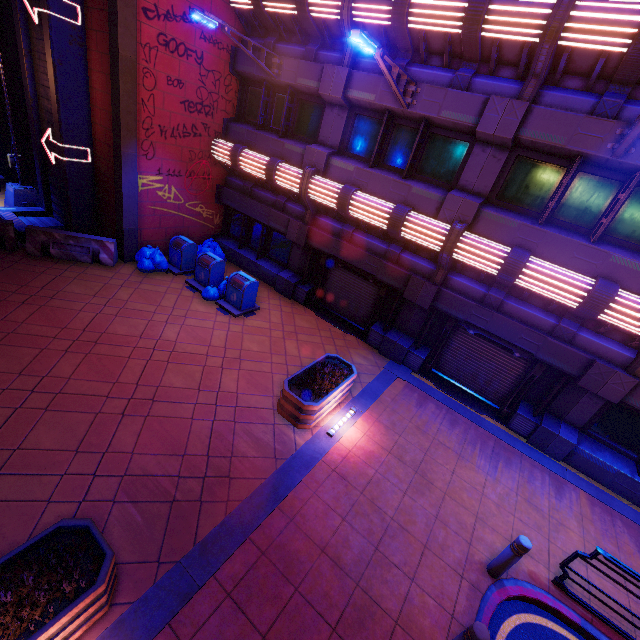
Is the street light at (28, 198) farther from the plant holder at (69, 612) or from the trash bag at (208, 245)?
the plant holder at (69, 612)

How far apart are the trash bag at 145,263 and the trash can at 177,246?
0.9m

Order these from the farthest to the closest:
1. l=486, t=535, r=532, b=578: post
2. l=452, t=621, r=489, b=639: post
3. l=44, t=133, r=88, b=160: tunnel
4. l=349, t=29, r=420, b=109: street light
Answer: l=44, t=133, r=88, b=160: tunnel, l=349, t=29, r=420, b=109: street light, l=486, t=535, r=532, b=578: post, l=452, t=621, r=489, b=639: post

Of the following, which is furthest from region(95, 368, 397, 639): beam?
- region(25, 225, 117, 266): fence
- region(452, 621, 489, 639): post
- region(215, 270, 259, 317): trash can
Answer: region(25, 225, 117, 266): fence

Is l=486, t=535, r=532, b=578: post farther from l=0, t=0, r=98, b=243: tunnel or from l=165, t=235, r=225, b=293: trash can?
l=0, t=0, r=98, b=243: tunnel

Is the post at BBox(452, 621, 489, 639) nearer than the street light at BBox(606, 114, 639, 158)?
Yes

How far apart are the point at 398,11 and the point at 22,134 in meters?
16.3 m

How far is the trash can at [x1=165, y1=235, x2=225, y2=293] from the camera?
11.4 meters
